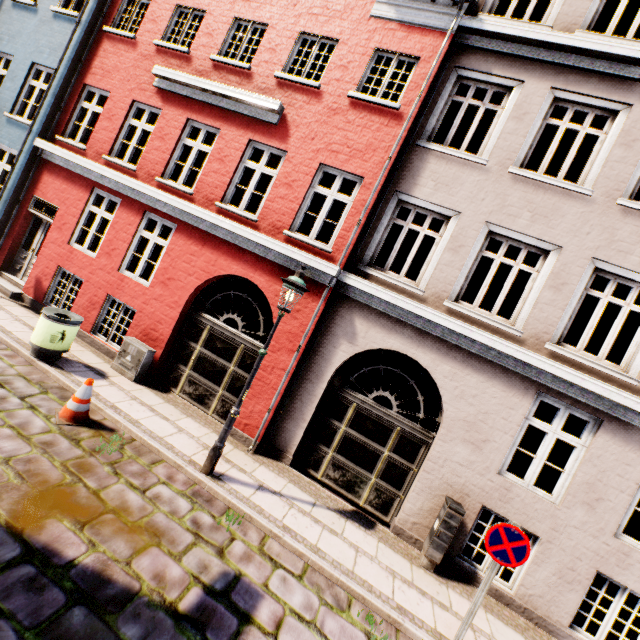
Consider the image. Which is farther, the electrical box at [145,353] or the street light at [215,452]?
the electrical box at [145,353]

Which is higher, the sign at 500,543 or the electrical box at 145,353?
the sign at 500,543

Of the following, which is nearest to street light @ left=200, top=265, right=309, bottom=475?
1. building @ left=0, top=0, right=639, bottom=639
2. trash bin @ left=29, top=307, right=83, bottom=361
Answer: building @ left=0, top=0, right=639, bottom=639

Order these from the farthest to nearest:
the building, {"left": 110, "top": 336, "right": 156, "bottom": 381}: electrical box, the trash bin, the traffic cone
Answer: {"left": 110, "top": 336, "right": 156, "bottom": 381}: electrical box
the trash bin
the building
the traffic cone

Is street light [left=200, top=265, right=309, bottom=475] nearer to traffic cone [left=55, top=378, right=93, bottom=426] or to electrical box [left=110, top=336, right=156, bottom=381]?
traffic cone [left=55, top=378, right=93, bottom=426]

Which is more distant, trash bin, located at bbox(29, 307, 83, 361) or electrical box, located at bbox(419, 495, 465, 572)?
trash bin, located at bbox(29, 307, 83, 361)

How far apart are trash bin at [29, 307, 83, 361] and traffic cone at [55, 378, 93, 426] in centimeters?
169cm

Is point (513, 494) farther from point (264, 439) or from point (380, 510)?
point (264, 439)
